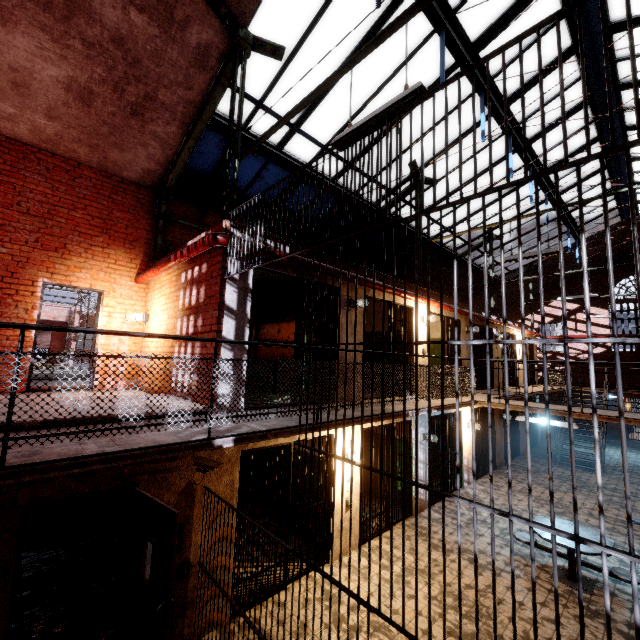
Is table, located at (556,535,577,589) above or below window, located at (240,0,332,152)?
below

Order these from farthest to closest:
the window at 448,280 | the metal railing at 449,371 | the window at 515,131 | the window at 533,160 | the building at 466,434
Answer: the window at 448,280, the building at 466,434, the window at 533,160, the window at 515,131, the metal railing at 449,371

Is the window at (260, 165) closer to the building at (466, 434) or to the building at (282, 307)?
the building at (282, 307)

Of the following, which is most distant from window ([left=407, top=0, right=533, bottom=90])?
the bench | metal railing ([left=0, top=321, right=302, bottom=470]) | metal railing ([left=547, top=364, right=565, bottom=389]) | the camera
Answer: the bench

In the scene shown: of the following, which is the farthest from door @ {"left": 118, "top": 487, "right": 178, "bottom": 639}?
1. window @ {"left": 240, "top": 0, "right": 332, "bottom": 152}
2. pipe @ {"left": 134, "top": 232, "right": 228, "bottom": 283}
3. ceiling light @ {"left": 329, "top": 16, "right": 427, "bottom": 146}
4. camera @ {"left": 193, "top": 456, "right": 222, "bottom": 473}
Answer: window @ {"left": 240, "top": 0, "right": 332, "bottom": 152}

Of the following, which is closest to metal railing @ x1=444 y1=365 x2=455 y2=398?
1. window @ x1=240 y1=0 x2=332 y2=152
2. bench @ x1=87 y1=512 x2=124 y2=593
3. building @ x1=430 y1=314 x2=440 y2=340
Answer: building @ x1=430 y1=314 x2=440 y2=340

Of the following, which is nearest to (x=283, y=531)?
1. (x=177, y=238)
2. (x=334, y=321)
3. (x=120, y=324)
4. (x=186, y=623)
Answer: (x=186, y=623)

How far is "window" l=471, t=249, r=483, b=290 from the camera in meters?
15.9
